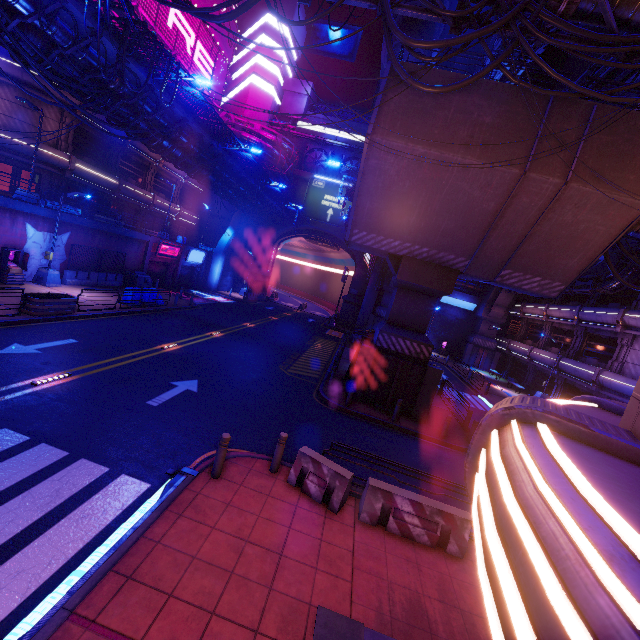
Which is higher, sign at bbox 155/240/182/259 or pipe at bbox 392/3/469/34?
pipe at bbox 392/3/469/34

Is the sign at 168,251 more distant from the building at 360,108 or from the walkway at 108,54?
the building at 360,108

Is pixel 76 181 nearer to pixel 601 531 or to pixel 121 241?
pixel 121 241

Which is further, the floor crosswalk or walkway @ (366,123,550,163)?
walkway @ (366,123,550,163)

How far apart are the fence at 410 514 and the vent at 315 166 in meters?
44.8

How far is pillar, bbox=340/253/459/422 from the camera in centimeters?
1534cm

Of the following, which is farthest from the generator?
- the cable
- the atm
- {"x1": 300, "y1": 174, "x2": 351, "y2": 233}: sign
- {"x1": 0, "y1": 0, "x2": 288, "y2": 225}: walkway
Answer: {"x1": 300, "y1": 174, "x2": 351, "y2": 233}: sign

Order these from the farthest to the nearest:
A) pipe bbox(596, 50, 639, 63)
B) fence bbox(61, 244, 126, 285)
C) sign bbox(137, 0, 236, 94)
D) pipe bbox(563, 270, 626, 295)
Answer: sign bbox(137, 0, 236, 94) → pipe bbox(563, 270, 626, 295) → fence bbox(61, 244, 126, 285) → pipe bbox(596, 50, 639, 63)
